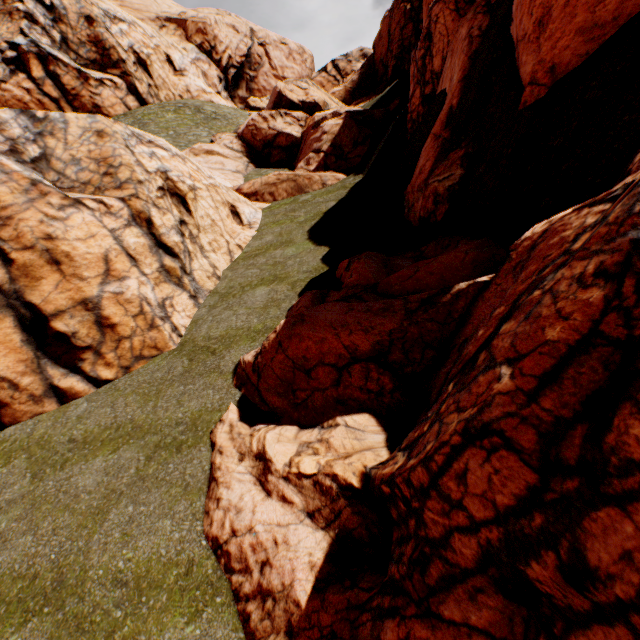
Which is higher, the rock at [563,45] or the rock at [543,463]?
the rock at [563,45]

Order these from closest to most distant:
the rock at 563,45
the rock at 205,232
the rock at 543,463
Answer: the rock at 543,463 < the rock at 563,45 < the rock at 205,232

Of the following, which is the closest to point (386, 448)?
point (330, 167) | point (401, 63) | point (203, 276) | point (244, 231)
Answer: point (203, 276)

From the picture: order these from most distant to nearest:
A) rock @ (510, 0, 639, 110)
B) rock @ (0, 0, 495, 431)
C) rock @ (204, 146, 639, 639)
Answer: rock @ (0, 0, 495, 431)
rock @ (510, 0, 639, 110)
rock @ (204, 146, 639, 639)

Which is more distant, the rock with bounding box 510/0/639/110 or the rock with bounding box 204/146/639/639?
the rock with bounding box 510/0/639/110

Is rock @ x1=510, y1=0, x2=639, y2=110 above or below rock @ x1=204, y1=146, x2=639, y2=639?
above
